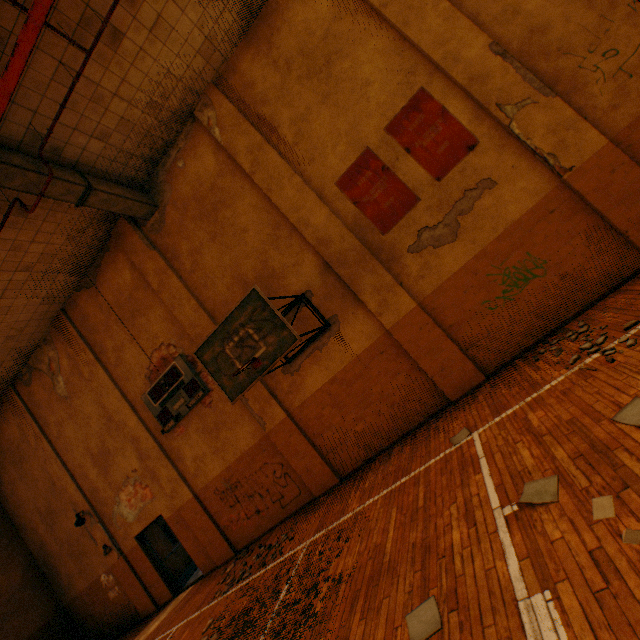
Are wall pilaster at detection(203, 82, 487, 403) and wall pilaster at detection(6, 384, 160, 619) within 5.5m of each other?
no

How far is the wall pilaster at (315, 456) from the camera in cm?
757

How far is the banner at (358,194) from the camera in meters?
6.5

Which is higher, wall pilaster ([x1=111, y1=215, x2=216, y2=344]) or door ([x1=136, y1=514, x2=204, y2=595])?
wall pilaster ([x1=111, y1=215, x2=216, y2=344])

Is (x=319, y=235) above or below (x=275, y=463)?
above

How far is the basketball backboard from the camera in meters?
5.2

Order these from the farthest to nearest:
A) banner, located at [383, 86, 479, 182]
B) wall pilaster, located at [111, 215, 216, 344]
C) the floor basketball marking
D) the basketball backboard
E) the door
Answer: the door
wall pilaster, located at [111, 215, 216, 344]
banner, located at [383, 86, 479, 182]
the basketball backboard
the floor basketball marking

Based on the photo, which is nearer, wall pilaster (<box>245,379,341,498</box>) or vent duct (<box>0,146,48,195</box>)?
vent duct (<box>0,146,48,195</box>)
